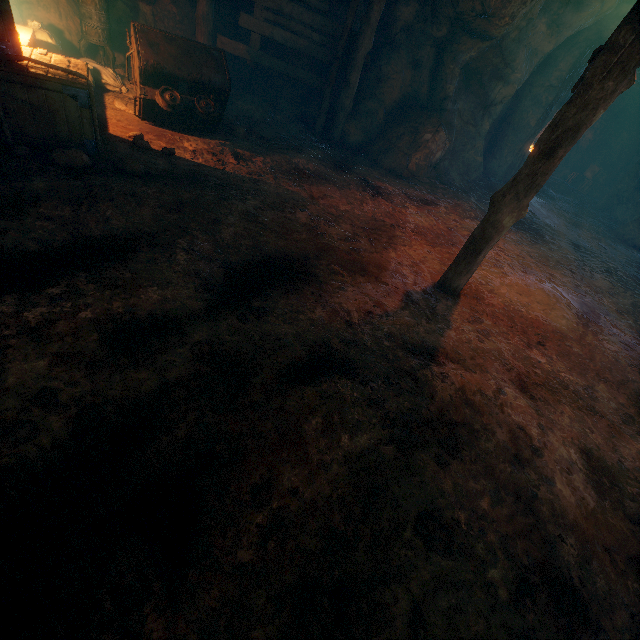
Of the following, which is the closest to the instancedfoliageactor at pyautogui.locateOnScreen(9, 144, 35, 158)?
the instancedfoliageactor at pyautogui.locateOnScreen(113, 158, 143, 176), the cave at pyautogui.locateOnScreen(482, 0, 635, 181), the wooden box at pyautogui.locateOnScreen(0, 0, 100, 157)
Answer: the wooden box at pyautogui.locateOnScreen(0, 0, 100, 157)

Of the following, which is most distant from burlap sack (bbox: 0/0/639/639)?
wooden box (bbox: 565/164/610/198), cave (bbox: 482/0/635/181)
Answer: wooden box (bbox: 565/164/610/198)

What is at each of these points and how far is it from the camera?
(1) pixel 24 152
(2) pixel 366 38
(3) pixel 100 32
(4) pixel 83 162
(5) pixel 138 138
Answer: (1) instancedfoliageactor, 3.8 meters
(2) support, 6.9 meters
(3) stove, 6.2 meters
(4) instancedfoliageactor, 4.0 meters
(5) instancedfoliageactor, 5.1 meters

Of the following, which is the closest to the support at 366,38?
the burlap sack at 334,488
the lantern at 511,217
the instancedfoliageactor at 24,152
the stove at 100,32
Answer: the burlap sack at 334,488

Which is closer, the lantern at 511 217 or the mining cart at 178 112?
the lantern at 511 217

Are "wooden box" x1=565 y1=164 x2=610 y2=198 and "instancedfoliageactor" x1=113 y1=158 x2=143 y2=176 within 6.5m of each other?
no

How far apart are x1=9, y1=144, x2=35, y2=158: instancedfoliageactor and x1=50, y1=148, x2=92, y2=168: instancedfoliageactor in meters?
0.2 m

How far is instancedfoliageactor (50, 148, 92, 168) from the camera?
3.9 meters
